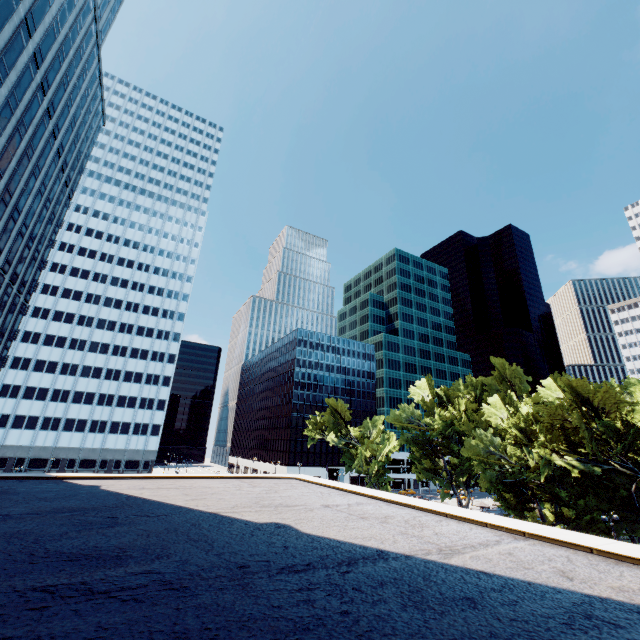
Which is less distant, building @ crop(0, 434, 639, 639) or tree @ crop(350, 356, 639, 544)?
building @ crop(0, 434, 639, 639)

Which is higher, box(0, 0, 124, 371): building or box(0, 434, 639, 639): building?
box(0, 0, 124, 371): building

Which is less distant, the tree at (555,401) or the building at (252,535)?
the building at (252,535)

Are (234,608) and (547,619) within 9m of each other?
yes

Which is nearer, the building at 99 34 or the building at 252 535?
the building at 252 535

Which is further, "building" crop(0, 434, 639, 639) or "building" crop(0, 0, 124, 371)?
"building" crop(0, 0, 124, 371)

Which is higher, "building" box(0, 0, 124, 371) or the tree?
"building" box(0, 0, 124, 371)
